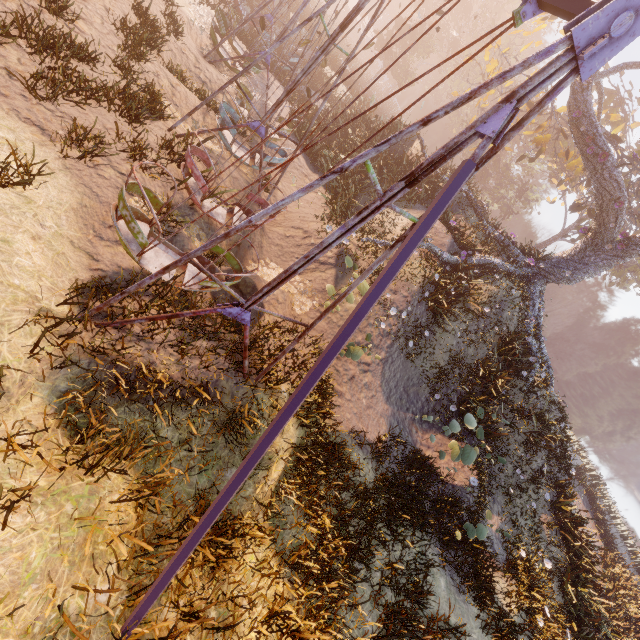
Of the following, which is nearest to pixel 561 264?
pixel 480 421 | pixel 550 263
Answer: pixel 550 263

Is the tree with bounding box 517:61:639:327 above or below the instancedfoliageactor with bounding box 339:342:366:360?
above

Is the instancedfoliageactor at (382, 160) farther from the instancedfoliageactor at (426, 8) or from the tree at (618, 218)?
the instancedfoliageactor at (426, 8)

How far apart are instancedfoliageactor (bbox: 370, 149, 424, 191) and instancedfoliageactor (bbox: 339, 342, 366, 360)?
10.1 meters

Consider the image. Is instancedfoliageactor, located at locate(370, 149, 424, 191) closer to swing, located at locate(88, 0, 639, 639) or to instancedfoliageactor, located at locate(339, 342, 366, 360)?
swing, located at locate(88, 0, 639, 639)

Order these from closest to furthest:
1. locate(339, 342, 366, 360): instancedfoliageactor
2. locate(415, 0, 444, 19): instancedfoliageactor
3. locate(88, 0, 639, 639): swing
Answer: locate(88, 0, 639, 639): swing, locate(339, 342, 366, 360): instancedfoliageactor, locate(415, 0, 444, 19): instancedfoliageactor

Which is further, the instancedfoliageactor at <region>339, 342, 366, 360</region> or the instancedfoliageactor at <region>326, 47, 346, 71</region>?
the instancedfoliageactor at <region>326, 47, 346, 71</region>

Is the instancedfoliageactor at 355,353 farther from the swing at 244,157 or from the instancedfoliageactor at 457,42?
the instancedfoliageactor at 457,42
